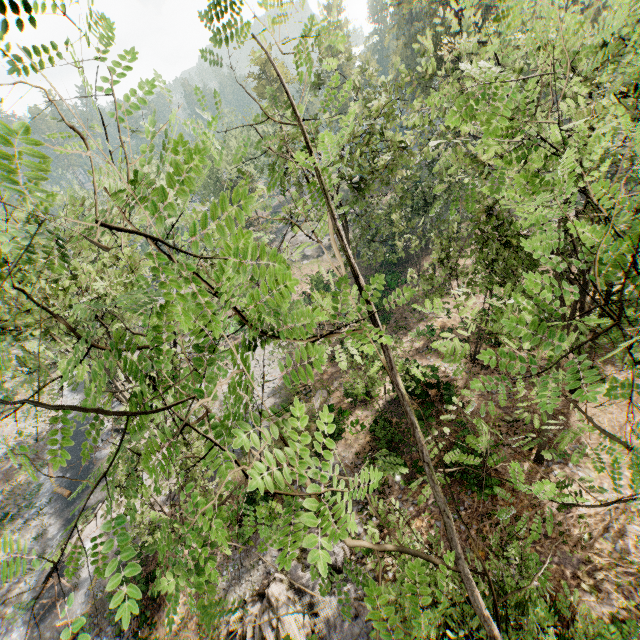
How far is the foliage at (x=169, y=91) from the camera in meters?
1.8

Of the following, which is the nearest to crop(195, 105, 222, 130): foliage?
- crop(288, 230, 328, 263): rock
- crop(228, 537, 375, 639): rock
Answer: crop(288, 230, 328, 263): rock

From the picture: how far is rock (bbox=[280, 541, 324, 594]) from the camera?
13.7 meters

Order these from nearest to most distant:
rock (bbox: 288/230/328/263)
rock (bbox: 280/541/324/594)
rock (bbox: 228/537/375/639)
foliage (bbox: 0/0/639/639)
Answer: foliage (bbox: 0/0/639/639) < rock (bbox: 228/537/375/639) < rock (bbox: 280/541/324/594) < rock (bbox: 288/230/328/263)

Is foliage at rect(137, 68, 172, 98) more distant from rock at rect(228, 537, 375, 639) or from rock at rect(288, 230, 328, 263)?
rock at rect(228, 537, 375, 639)

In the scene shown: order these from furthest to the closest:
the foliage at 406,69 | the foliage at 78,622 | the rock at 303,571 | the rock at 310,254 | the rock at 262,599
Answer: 1. the rock at 310,254
2. the rock at 303,571
3. the rock at 262,599
4. the foliage at 406,69
5. the foliage at 78,622

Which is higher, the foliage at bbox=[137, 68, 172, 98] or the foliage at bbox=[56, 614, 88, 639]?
the foliage at bbox=[137, 68, 172, 98]

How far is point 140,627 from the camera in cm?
1734
